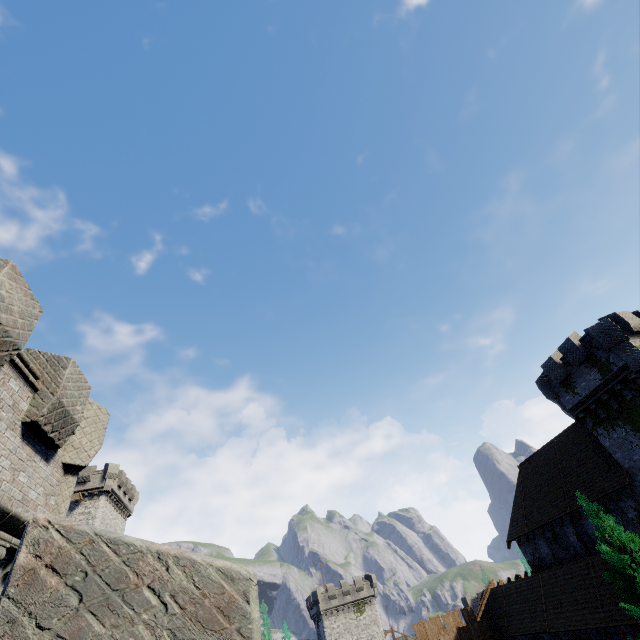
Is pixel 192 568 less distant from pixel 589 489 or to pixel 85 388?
pixel 85 388

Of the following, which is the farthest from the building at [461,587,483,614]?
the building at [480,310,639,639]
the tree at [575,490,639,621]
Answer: the tree at [575,490,639,621]

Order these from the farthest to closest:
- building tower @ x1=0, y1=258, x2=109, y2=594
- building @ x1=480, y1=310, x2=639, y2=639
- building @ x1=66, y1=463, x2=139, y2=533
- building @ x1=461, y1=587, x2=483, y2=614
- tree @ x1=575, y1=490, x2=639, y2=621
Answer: building @ x1=461, y1=587, x2=483, y2=614 < building @ x1=66, y1=463, x2=139, y2=533 < building @ x1=480, y1=310, x2=639, y2=639 < tree @ x1=575, y1=490, x2=639, y2=621 < building tower @ x1=0, y1=258, x2=109, y2=594

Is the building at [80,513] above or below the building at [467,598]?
above

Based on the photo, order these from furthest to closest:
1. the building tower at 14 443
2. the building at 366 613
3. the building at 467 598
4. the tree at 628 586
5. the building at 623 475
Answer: the building at 467 598 < the building at 366 613 < the building at 623 475 < the tree at 628 586 < the building tower at 14 443

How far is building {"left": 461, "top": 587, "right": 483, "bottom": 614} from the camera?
53.59m

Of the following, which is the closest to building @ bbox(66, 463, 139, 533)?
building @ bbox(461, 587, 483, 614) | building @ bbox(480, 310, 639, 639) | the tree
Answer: building @ bbox(480, 310, 639, 639)

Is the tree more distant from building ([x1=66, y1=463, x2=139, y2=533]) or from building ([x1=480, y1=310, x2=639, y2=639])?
building ([x1=66, y1=463, x2=139, y2=533])
